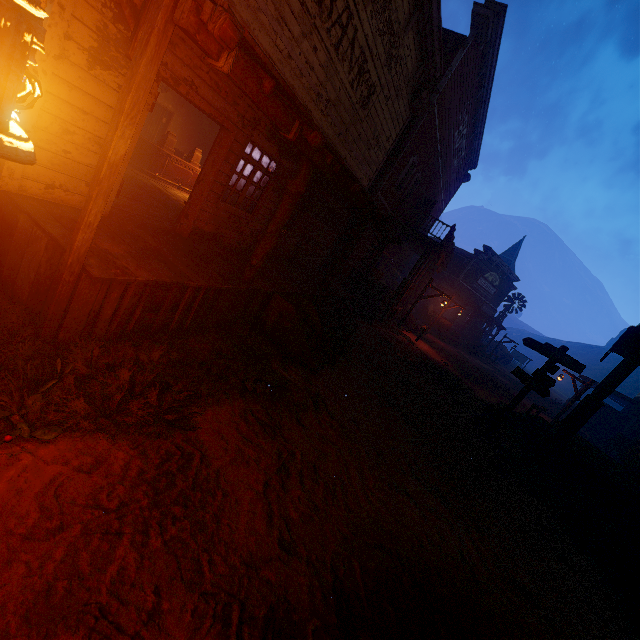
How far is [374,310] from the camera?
14.8 meters

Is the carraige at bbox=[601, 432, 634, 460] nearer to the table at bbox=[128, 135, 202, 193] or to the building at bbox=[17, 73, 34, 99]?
the building at bbox=[17, 73, 34, 99]

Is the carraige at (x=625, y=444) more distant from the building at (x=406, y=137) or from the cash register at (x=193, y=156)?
the cash register at (x=193, y=156)

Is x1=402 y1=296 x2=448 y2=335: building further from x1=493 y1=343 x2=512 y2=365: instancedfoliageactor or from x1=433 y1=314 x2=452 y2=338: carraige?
x1=493 y1=343 x2=512 y2=365: instancedfoliageactor

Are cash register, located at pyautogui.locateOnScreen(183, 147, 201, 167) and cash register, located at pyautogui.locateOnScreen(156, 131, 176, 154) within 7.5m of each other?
yes

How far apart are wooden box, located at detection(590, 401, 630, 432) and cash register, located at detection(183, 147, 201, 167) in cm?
3445

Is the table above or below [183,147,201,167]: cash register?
below

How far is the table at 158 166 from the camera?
10.21m
